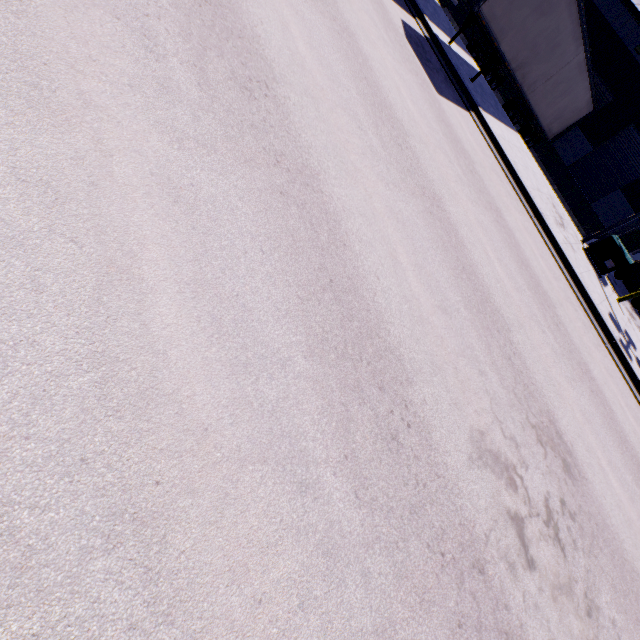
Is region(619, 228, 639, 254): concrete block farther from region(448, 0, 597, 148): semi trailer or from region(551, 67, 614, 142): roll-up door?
region(551, 67, 614, 142): roll-up door

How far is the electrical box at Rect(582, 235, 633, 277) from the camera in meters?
13.1

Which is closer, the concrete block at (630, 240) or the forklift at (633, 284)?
the concrete block at (630, 240)

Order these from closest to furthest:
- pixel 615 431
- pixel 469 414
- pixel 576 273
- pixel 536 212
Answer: pixel 469 414 → pixel 615 431 → pixel 576 273 → pixel 536 212

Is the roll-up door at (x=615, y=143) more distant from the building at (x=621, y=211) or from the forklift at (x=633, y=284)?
the forklift at (x=633, y=284)

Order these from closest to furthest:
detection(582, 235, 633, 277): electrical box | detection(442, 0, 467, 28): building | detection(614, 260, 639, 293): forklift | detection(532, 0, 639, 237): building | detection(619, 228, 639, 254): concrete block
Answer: detection(582, 235, 633, 277): electrical box, detection(619, 228, 639, 254): concrete block, detection(614, 260, 639, 293): forklift, detection(532, 0, 639, 237): building, detection(442, 0, 467, 28): building

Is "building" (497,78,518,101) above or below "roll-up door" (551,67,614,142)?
below

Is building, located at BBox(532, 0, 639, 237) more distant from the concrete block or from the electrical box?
the electrical box
